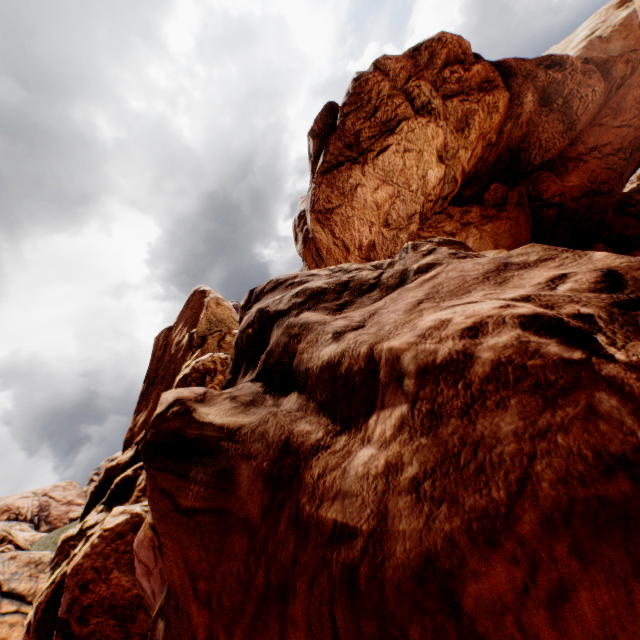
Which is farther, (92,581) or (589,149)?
(589,149)
